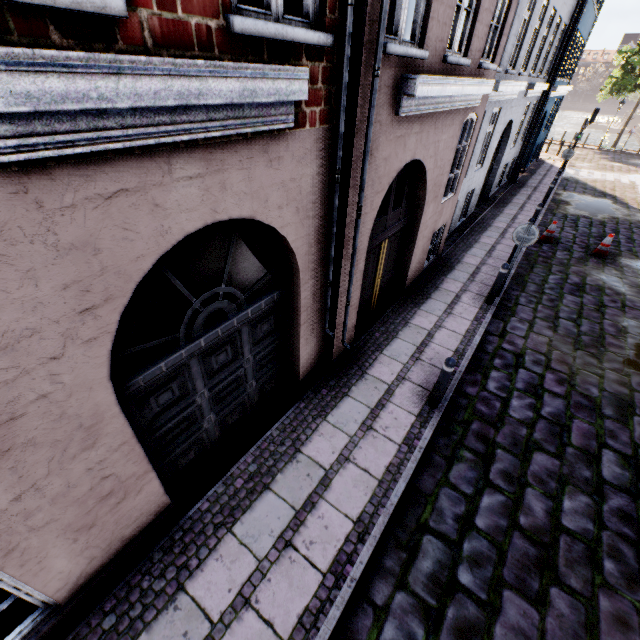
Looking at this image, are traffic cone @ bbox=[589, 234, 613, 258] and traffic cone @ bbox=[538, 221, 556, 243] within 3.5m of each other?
yes

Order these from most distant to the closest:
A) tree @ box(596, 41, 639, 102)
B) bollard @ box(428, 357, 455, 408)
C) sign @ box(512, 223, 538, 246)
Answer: tree @ box(596, 41, 639, 102), sign @ box(512, 223, 538, 246), bollard @ box(428, 357, 455, 408)

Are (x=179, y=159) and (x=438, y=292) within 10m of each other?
yes

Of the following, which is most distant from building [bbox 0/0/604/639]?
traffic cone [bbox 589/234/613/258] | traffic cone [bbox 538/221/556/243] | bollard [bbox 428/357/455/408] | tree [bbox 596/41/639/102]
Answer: tree [bbox 596/41/639/102]

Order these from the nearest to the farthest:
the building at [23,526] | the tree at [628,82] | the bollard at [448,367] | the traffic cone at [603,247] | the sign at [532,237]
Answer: the building at [23,526] → the bollard at [448,367] → the sign at [532,237] → the traffic cone at [603,247] → the tree at [628,82]

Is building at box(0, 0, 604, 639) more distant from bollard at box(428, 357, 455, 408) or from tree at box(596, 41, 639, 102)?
tree at box(596, 41, 639, 102)

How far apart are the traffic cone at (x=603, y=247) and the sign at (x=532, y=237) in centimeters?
577cm

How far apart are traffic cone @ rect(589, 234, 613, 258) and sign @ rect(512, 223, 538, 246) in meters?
5.8
